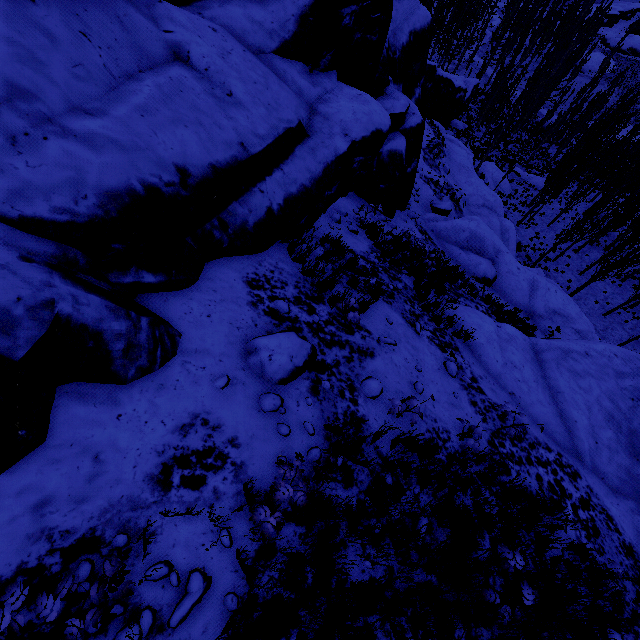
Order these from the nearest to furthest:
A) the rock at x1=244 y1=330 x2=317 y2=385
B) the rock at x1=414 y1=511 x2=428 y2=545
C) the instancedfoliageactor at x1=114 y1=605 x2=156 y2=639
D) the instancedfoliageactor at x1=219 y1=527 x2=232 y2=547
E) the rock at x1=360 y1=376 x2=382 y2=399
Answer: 1. the instancedfoliageactor at x1=114 y1=605 x2=156 y2=639
2. the instancedfoliageactor at x1=219 y1=527 x2=232 y2=547
3. the rock at x1=414 y1=511 x2=428 y2=545
4. the rock at x1=244 y1=330 x2=317 y2=385
5. the rock at x1=360 y1=376 x2=382 y2=399

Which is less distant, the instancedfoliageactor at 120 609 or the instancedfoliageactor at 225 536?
the instancedfoliageactor at 120 609

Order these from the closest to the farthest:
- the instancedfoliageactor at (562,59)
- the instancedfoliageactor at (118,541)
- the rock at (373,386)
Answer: the instancedfoliageactor at (118,541) < the rock at (373,386) < the instancedfoliageactor at (562,59)

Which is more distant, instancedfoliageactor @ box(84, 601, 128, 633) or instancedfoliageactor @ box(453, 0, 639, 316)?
instancedfoliageactor @ box(453, 0, 639, 316)

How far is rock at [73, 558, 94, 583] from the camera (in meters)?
2.52

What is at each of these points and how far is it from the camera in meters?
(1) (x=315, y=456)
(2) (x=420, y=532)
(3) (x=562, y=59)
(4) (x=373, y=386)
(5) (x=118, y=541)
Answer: (1) instancedfoliageactor, 4.3
(2) rock, 4.5
(3) instancedfoliageactor, 43.0
(4) rock, 5.7
(5) instancedfoliageactor, 2.8
